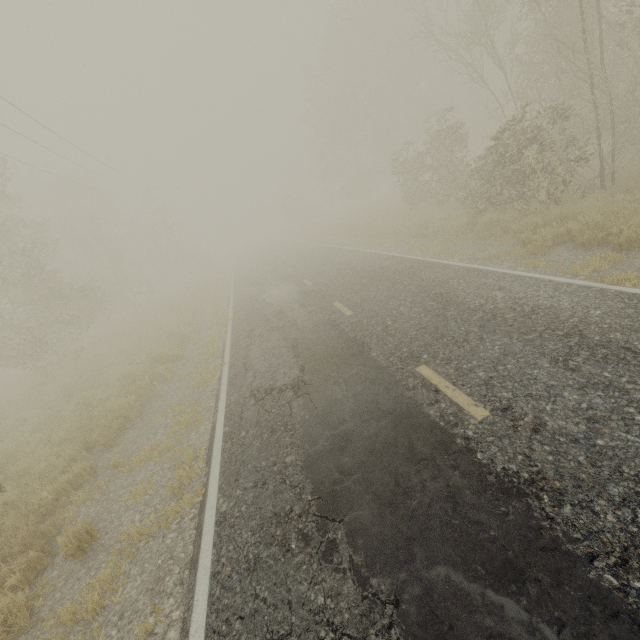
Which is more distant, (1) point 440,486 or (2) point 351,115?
(2) point 351,115
